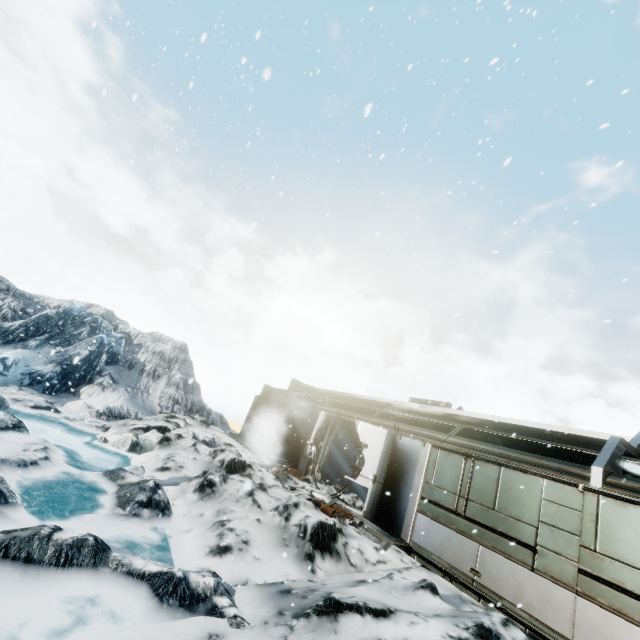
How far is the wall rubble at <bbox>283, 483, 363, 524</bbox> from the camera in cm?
889

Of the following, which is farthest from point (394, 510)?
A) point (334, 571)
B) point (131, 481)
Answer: point (131, 481)

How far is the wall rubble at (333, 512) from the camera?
8.9m
